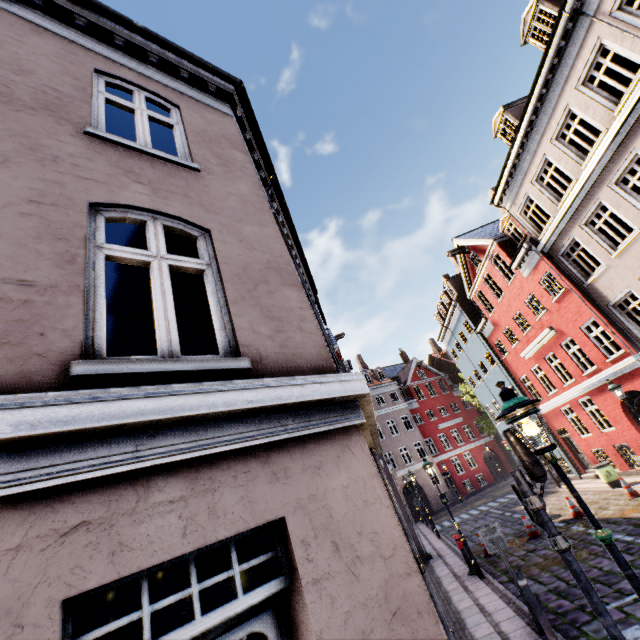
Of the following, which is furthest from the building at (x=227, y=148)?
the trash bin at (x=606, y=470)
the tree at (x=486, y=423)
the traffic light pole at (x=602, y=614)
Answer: the tree at (x=486, y=423)

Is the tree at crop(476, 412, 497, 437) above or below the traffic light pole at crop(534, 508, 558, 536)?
above

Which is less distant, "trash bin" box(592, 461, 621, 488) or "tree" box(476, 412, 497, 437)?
"trash bin" box(592, 461, 621, 488)

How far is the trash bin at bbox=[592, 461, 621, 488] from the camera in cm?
1449

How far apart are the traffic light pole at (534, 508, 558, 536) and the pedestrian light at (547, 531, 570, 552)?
0.03m

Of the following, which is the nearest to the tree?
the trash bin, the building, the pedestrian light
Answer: the building

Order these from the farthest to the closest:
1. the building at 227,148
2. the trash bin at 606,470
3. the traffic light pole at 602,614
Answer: the trash bin at 606,470 → the traffic light pole at 602,614 → the building at 227,148

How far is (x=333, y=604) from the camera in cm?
205
